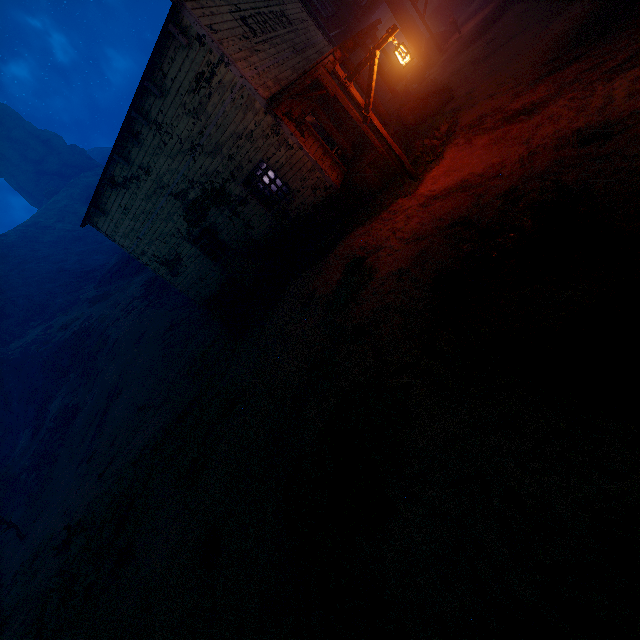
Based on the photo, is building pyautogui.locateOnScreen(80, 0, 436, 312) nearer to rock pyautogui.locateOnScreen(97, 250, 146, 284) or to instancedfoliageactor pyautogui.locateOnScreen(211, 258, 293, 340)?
instancedfoliageactor pyautogui.locateOnScreen(211, 258, 293, 340)

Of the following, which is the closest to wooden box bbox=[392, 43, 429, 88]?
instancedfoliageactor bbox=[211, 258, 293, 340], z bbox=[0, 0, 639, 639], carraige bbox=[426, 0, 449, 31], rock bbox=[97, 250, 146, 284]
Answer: z bbox=[0, 0, 639, 639]

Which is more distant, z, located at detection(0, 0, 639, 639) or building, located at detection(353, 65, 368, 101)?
building, located at detection(353, 65, 368, 101)

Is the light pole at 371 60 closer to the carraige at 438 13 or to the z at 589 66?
the z at 589 66

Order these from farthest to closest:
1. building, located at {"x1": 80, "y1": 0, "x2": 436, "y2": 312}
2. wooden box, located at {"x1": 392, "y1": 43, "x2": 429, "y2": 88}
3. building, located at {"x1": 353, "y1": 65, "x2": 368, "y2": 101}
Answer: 1. wooden box, located at {"x1": 392, "y1": 43, "x2": 429, "y2": 88}
2. building, located at {"x1": 353, "y1": 65, "x2": 368, "y2": 101}
3. building, located at {"x1": 80, "y1": 0, "x2": 436, "y2": 312}

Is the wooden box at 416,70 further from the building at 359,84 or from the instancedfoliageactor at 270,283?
the instancedfoliageactor at 270,283

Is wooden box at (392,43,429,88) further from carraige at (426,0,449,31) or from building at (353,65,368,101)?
carraige at (426,0,449,31)

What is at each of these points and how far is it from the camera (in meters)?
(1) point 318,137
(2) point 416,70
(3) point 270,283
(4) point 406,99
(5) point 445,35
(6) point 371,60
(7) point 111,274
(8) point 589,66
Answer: (1) building, 10.73
(2) wooden box, 17.66
(3) instancedfoliageactor, 11.63
(4) building, 12.62
(5) building, 21.06
(6) light pole, 6.77
(7) rock, 37.41
(8) z, 6.18
